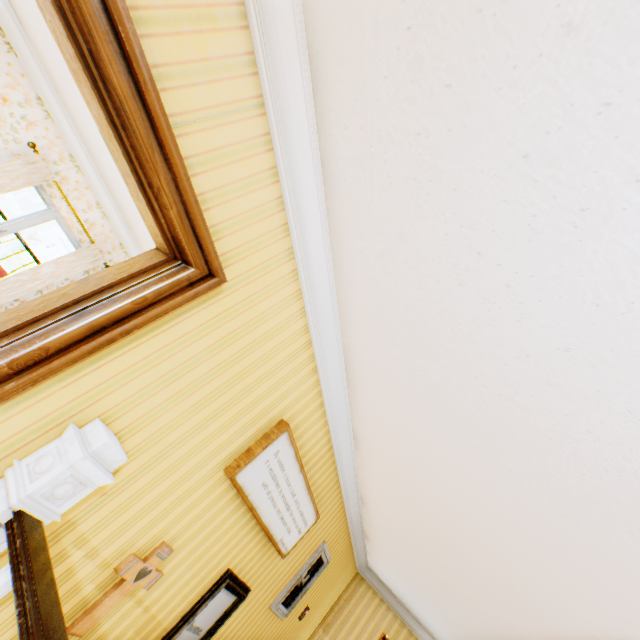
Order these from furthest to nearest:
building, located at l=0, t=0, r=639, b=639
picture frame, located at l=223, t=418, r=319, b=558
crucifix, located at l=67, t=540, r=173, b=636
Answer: picture frame, located at l=223, t=418, r=319, b=558
crucifix, located at l=67, t=540, r=173, b=636
building, located at l=0, t=0, r=639, b=639

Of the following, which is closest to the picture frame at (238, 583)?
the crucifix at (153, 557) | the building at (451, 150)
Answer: the building at (451, 150)

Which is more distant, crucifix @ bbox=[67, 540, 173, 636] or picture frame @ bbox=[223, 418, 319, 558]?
picture frame @ bbox=[223, 418, 319, 558]

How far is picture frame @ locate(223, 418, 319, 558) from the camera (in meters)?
2.51

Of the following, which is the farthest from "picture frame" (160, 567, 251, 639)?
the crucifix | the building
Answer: the crucifix

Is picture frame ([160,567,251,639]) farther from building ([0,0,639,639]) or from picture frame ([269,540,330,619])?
picture frame ([269,540,330,619])

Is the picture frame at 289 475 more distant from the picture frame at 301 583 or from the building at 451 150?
the picture frame at 301 583

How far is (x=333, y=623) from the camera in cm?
612
